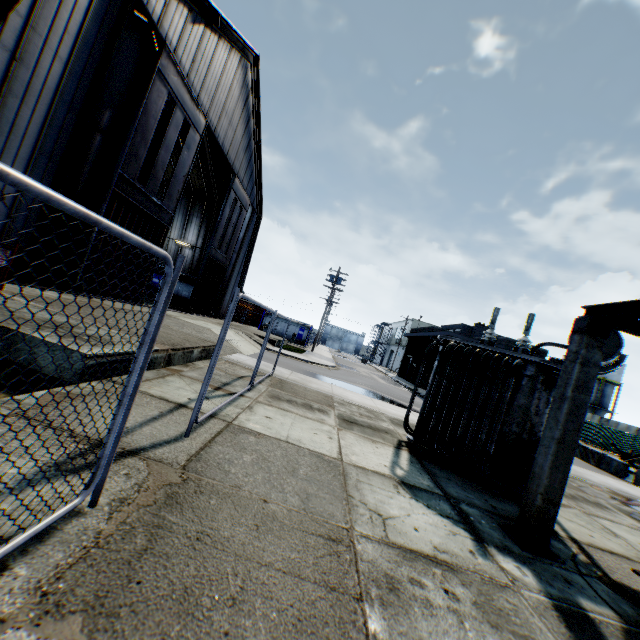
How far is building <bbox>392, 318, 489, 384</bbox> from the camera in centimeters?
3411cm

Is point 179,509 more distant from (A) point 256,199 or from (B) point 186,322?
(A) point 256,199

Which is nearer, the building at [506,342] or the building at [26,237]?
the building at [26,237]

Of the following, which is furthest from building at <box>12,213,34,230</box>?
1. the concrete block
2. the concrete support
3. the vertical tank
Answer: the vertical tank

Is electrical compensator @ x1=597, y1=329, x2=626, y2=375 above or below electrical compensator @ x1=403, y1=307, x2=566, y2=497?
above

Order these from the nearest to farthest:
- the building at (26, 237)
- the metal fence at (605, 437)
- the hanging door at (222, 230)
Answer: the building at (26, 237) < the hanging door at (222, 230) < the metal fence at (605, 437)

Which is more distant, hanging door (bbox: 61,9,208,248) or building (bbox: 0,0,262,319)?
hanging door (bbox: 61,9,208,248)

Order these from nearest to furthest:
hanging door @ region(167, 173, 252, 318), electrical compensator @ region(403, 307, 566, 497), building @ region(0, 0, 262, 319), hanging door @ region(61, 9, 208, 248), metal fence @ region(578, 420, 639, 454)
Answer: electrical compensator @ region(403, 307, 566, 497) → building @ region(0, 0, 262, 319) → hanging door @ region(61, 9, 208, 248) → hanging door @ region(167, 173, 252, 318) → metal fence @ region(578, 420, 639, 454)
